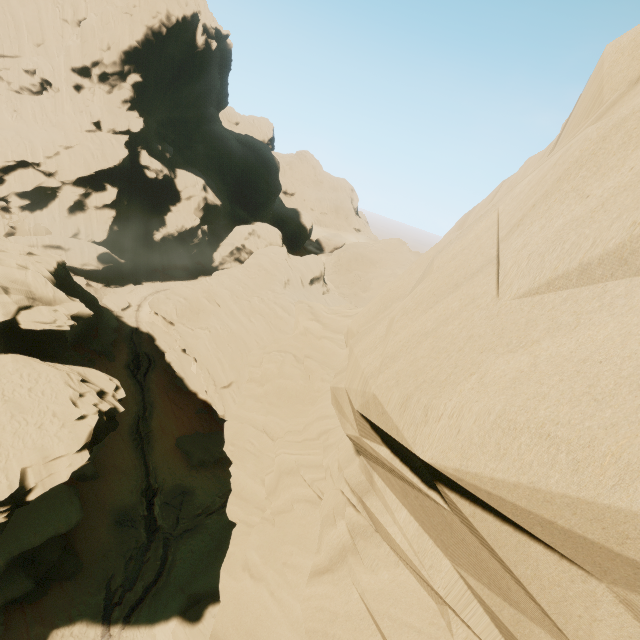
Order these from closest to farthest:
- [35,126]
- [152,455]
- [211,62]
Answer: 1. [152,455]
2. [35,126]
3. [211,62]

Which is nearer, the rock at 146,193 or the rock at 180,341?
the rock at 180,341

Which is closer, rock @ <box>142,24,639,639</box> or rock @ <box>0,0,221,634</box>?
rock @ <box>142,24,639,639</box>
